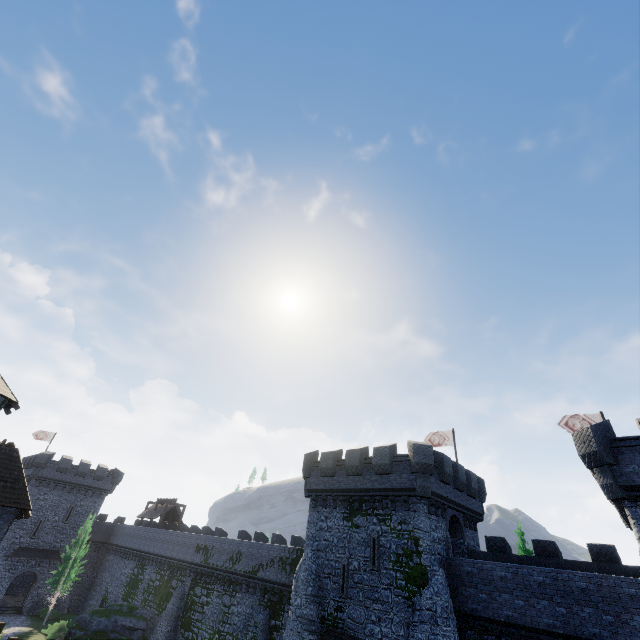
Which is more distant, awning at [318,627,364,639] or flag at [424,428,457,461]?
flag at [424,428,457,461]

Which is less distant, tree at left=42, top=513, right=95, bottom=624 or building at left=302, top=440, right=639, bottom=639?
building at left=302, top=440, right=639, bottom=639

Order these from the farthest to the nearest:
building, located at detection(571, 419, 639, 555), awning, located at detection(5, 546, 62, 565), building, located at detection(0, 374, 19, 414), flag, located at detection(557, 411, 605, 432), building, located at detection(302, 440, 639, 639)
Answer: awning, located at detection(5, 546, 62, 565)
flag, located at detection(557, 411, 605, 432)
building, located at detection(0, 374, 19, 414)
building, located at detection(302, 440, 639, 639)
building, located at detection(571, 419, 639, 555)

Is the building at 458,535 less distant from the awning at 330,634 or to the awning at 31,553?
the awning at 330,634

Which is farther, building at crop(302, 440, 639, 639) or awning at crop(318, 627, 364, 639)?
awning at crop(318, 627, 364, 639)

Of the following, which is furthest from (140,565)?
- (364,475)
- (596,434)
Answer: (596,434)

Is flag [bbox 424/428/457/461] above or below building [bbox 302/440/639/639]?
above

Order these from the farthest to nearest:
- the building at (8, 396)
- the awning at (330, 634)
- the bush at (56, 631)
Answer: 1. the bush at (56, 631)
2. the building at (8, 396)
3. the awning at (330, 634)
